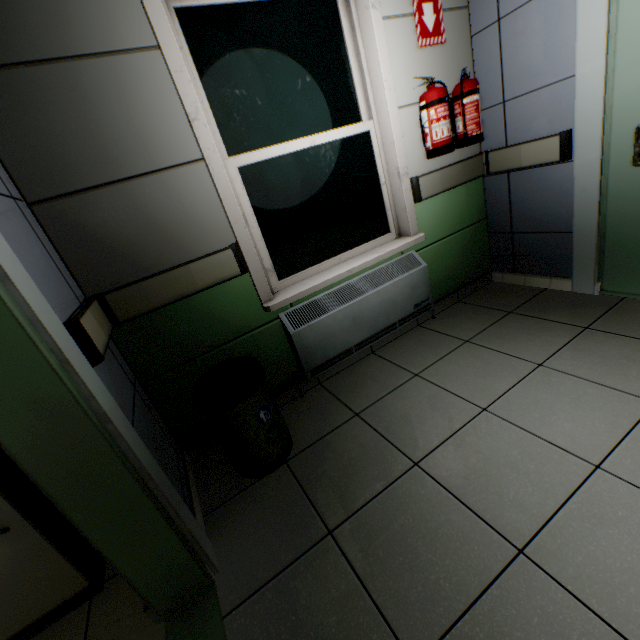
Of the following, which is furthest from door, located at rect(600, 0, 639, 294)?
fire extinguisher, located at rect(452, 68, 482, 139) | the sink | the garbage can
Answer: the sink

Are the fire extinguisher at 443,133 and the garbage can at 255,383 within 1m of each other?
no

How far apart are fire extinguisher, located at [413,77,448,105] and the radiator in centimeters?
69cm

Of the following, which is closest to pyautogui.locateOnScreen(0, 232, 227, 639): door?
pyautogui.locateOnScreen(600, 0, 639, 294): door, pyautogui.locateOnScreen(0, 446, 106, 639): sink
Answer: pyautogui.locateOnScreen(0, 446, 106, 639): sink

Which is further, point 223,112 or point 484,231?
point 484,231

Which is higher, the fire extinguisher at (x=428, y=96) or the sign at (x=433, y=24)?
the sign at (x=433, y=24)

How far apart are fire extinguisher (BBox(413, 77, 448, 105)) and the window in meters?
0.3

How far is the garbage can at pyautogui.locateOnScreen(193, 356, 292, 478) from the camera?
1.56m
